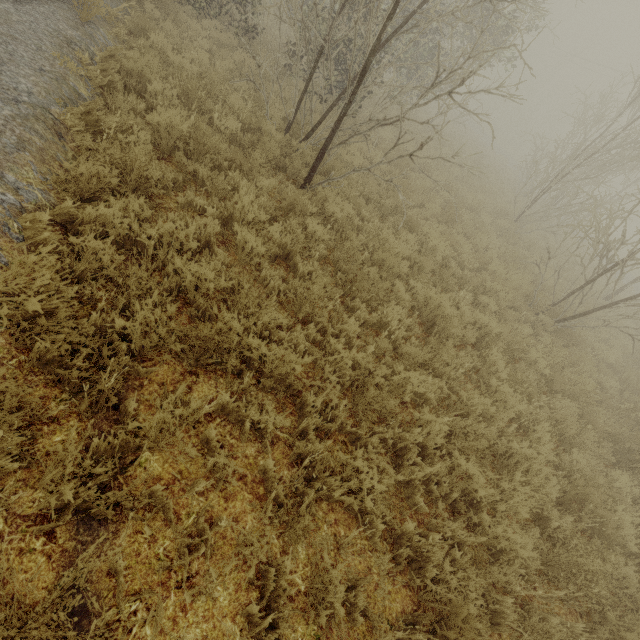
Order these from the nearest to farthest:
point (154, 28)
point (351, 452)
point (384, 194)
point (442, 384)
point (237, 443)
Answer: point (237, 443) < point (351, 452) < point (442, 384) < point (154, 28) < point (384, 194)
